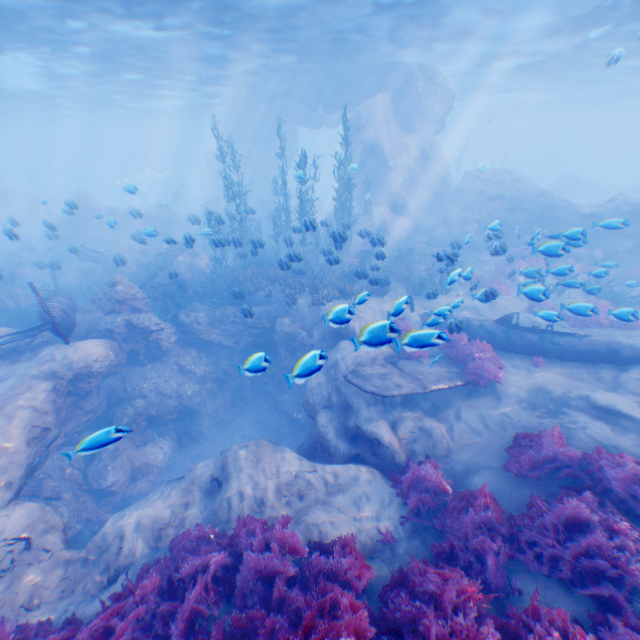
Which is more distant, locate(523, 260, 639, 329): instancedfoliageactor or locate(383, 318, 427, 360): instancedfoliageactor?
locate(523, 260, 639, 329): instancedfoliageactor

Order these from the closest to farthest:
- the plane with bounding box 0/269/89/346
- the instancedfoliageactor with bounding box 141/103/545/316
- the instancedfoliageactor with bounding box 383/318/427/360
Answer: the instancedfoliageactor with bounding box 383/318/427/360 < the plane with bounding box 0/269/89/346 < the instancedfoliageactor with bounding box 141/103/545/316

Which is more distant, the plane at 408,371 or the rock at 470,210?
the rock at 470,210

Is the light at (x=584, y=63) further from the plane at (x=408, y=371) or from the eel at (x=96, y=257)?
the eel at (x=96, y=257)

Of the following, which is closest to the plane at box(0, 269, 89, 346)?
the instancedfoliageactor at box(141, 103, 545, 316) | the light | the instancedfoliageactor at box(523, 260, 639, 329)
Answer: the instancedfoliageactor at box(141, 103, 545, 316)

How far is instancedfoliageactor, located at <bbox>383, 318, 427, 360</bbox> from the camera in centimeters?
510cm

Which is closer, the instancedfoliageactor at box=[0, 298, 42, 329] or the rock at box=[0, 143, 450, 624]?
the rock at box=[0, 143, 450, 624]

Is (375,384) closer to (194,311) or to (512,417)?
(512,417)
